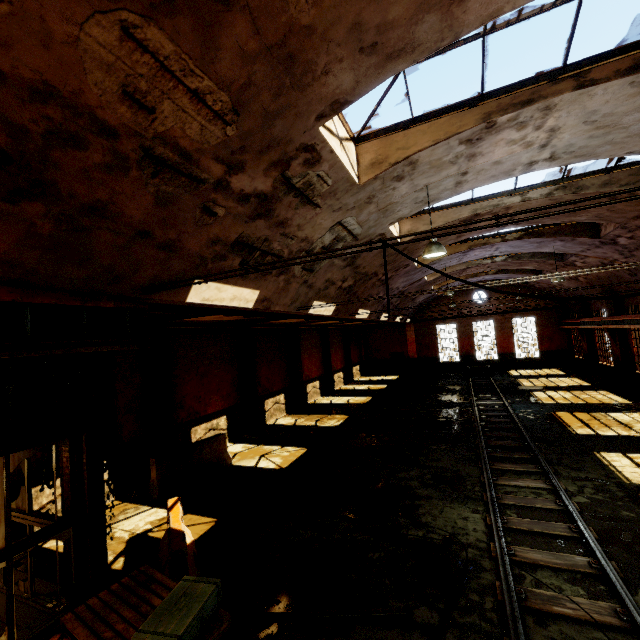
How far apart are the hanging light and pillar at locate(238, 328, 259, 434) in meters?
9.9

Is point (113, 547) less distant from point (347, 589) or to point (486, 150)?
point (347, 589)

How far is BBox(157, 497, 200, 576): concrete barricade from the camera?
5.0 meters

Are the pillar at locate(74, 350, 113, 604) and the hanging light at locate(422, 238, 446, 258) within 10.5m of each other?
yes

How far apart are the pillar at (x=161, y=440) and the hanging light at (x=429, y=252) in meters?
8.8

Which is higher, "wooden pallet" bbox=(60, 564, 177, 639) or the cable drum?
"wooden pallet" bbox=(60, 564, 177, 639)

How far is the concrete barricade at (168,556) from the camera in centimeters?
500cm

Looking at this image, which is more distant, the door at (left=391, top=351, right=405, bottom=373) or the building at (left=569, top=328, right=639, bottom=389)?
the door at (left=391, top=351, right=405, bottom=373)
